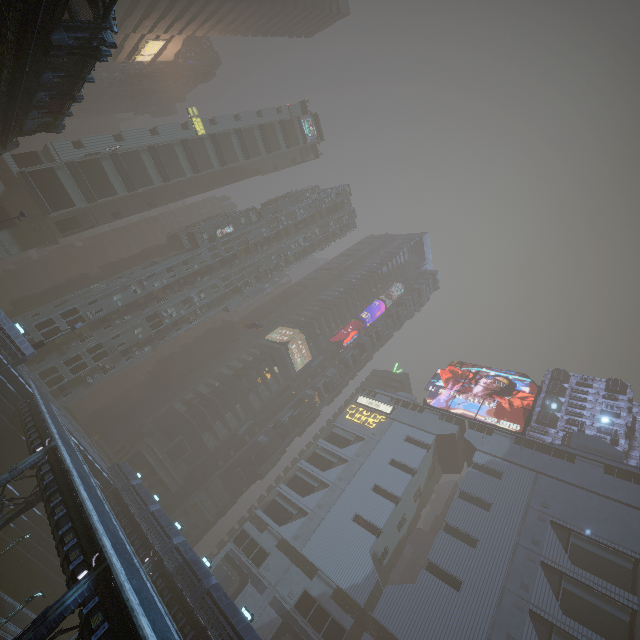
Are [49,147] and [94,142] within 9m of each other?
yes

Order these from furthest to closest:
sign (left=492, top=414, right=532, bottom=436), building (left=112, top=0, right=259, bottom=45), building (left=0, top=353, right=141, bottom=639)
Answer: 1. sign (left=492, top=414, right=532, bottom=436)
2. building (left=112, top=0, right=259, bottom=45)
3. building (left=0, top=353, right=141, bottom=639)

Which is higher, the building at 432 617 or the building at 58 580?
the building at 432 617

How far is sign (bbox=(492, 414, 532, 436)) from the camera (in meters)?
57.51

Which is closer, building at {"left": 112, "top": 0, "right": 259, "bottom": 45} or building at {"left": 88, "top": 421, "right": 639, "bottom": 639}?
building at {"left": 88, "top": 421, "right": 639, "bottom": 639}

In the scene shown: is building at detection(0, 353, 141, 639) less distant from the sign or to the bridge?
the sign

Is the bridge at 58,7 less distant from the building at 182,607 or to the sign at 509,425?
the building at 182,607
